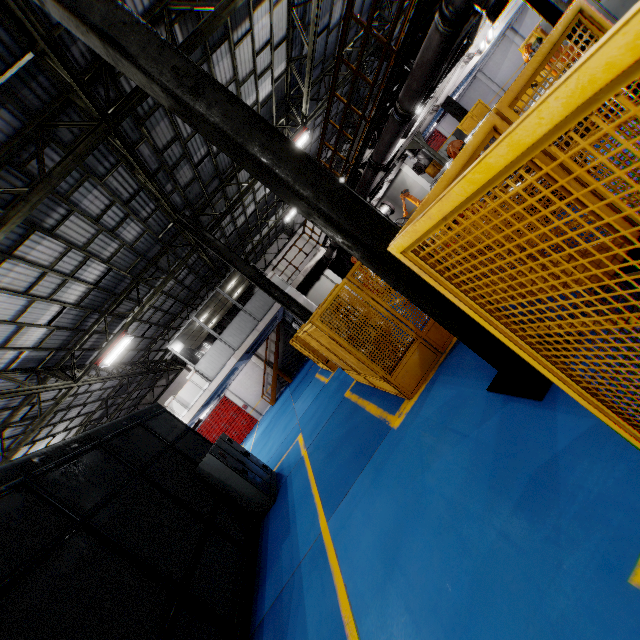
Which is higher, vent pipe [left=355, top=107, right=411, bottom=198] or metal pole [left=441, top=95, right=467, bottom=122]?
vent pipe [left=355, top=107, right=411, bottom=198]

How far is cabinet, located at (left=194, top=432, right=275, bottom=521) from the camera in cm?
831

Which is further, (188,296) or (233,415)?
(233,415)

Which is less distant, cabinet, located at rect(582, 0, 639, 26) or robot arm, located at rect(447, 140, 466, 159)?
robot arm, located at rect(447, 140, 466, 159)

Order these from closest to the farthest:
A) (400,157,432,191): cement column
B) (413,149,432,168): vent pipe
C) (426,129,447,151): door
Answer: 1. (413,149,432,168): vent pipe
2. (400,157,432,191): cement column
3. (426,129,447,151): door

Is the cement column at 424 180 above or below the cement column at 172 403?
below

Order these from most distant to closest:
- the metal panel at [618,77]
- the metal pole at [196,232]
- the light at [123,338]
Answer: the light at [123,338]
the metal pole at [196,232]
the metal panel at [618,77]

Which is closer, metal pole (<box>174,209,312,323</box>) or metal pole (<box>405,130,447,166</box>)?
metal pole (<box>174,209,312,323</box>)
